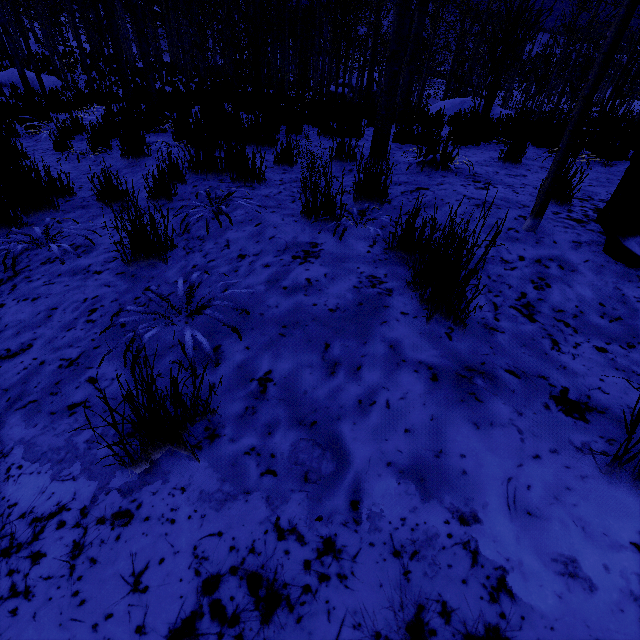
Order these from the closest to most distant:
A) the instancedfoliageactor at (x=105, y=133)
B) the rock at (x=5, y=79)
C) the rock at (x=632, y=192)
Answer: the rock at (x=632, y=192) → the instancedfoliageactor at (x=105, y=133) → the rock at (x=5, y=79)

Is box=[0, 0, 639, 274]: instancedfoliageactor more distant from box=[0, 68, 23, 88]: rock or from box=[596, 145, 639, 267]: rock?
box=[0, 68, 23, 88]: rock

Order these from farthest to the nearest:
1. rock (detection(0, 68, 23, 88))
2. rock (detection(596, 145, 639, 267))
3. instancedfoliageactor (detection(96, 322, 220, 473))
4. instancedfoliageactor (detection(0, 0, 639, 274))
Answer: rock (detection(0, 68, 23, 88)), instancedfoliageactor (detection(0, 0, 639, 274)), rock (detection(596, 145, 639, 267)), instancedfoliageactor (detection(96, 322, 220, 473))

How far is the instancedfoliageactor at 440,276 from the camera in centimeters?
130cm

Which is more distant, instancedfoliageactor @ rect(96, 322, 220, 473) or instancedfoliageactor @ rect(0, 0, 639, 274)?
instancedfoliageactor @ rect(0, 0, 639, 274)

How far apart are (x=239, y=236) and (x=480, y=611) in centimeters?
210cm

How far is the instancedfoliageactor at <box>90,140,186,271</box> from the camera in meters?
1.9

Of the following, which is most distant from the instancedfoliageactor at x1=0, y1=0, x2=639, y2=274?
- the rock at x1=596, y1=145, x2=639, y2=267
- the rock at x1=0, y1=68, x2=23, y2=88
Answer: the rock at x1=0, y1=68, x2=23, y2=88
